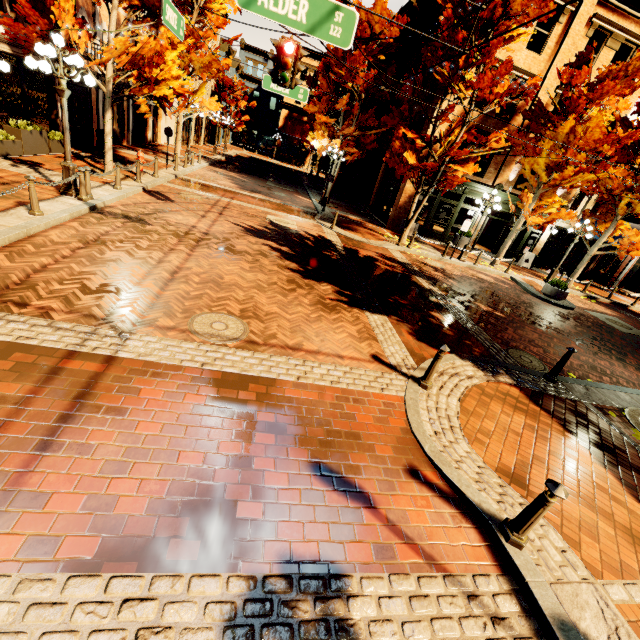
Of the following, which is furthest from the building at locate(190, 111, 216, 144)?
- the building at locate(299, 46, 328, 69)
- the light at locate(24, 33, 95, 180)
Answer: the light at locate(24, 33, 95, 180)

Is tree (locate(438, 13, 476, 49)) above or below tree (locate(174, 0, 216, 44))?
above

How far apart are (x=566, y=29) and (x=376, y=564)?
24.37m

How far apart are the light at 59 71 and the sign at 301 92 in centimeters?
577cm

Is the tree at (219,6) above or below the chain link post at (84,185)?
above

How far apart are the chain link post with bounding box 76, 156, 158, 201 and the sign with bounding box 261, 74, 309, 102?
5.8m

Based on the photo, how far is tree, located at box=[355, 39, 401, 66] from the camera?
16.8 meters
